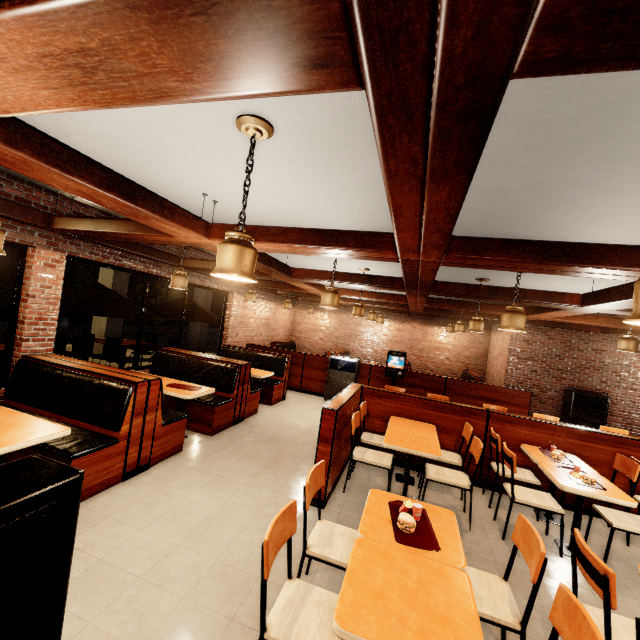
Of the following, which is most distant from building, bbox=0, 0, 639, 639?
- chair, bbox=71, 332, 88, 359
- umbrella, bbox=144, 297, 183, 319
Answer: chair, bbox=71, 332, 88, 359

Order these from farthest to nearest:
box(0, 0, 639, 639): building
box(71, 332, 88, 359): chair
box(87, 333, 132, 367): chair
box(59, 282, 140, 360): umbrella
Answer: box(87, 333, 132, 367): chair, box(71, 332, 88, 359): chair, box(59, 282, 140, 360): umbrella, box(0, 0, 639, 639): building

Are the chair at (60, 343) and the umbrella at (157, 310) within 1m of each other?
no

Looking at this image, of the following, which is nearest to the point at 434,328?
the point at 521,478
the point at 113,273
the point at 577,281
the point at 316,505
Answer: the point at 577,281

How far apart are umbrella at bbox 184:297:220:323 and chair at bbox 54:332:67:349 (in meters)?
1.86

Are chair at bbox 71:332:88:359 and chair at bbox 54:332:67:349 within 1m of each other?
yes

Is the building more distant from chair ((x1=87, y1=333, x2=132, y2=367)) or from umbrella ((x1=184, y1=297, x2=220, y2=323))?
chair ((x1=87, y1=333, x2=132, y2=367))

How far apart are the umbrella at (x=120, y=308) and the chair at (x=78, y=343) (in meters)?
1.24
